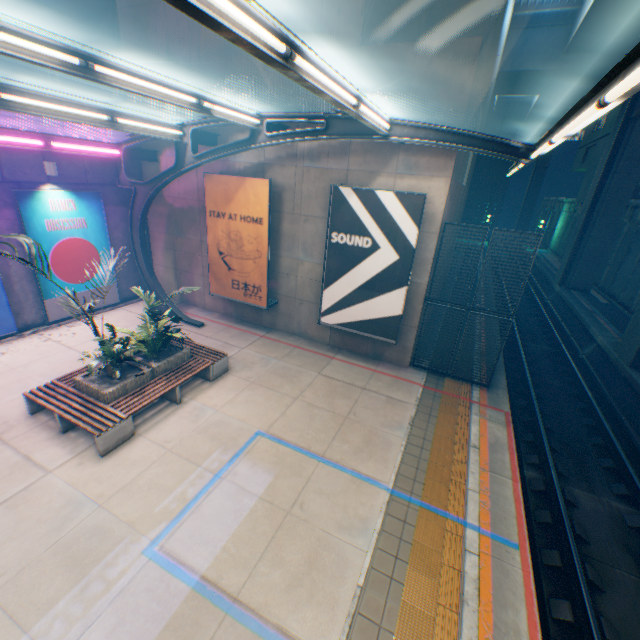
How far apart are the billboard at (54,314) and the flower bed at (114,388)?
5.1 meters

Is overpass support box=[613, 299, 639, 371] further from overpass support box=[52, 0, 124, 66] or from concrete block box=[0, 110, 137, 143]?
concrete block box=[0, 110, 137, 143]

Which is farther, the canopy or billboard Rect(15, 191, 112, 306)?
billboard Rect(15, 191, 112, 306)

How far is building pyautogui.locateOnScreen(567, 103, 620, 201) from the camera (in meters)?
29.72

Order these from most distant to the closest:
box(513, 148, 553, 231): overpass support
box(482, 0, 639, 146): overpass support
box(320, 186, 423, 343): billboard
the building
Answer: box(513, 148, 553, 231): overpass support
the building
box(482, 0, 639, 146): overpass support
box(320, 186, 423, 343): billboard

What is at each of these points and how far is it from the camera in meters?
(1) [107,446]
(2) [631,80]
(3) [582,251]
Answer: (1) bench, 6.7 m
(2) street lamp, 2.1 m
(3) overpass support, 22.3 m

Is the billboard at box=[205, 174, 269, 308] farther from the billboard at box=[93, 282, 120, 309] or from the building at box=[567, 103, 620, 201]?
the building at box=[567, 103, 620, 201]

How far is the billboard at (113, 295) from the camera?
12.70m
